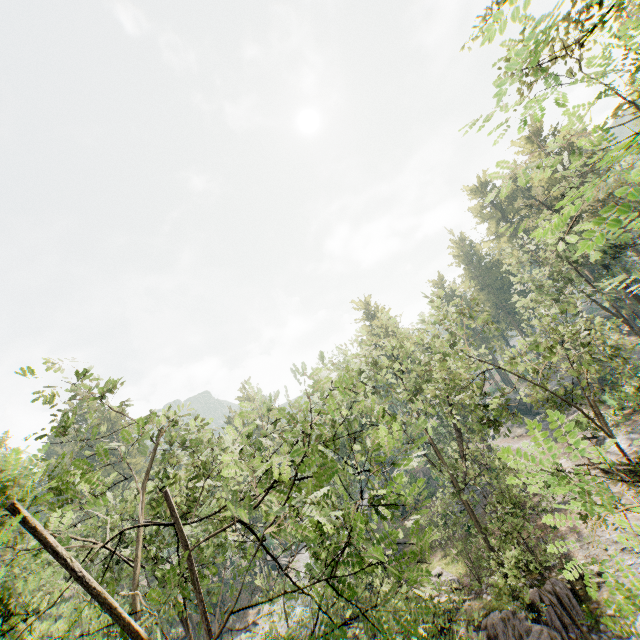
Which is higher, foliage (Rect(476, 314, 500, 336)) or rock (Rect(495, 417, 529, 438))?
foliage (Rect(476, 314, 500, 336))

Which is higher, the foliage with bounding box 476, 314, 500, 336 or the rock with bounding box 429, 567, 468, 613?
the foliage with bounding box 476, 314, 500, 336

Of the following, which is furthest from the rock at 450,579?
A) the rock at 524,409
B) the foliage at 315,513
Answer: the rock at 524,409

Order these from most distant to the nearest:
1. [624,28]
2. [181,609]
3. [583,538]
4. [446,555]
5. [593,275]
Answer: [593,275]
[446,555]
[583,538]
[181,609]
[624,28]

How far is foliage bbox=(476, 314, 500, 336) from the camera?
14.4m

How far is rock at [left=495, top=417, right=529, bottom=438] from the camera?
49.3 meters

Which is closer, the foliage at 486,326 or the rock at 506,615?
the foliage at 486,326

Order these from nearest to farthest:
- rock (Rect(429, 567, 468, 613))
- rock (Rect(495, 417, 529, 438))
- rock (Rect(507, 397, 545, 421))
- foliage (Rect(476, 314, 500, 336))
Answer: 1. foliage (Rect(476, 314, 500, 336))
2. rock (Rect(429, 567, 468, 613))
3. rock (Rect(495, 417, 529, 438))
4. rock (Rect(507, 397, 545, 421))
